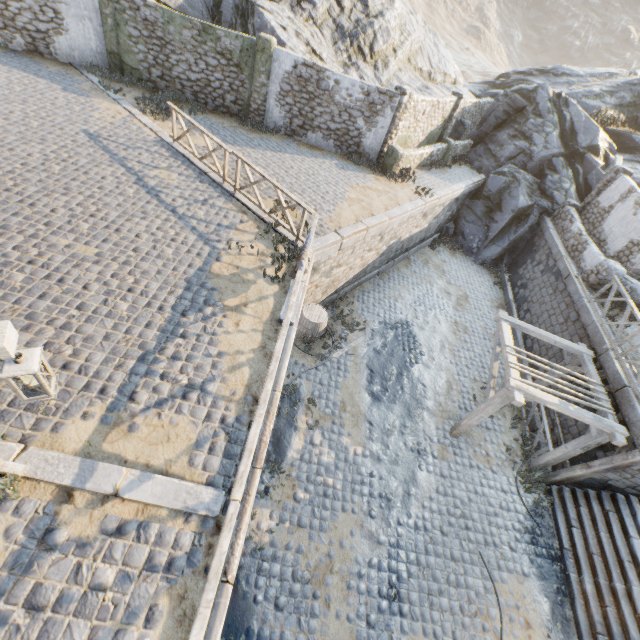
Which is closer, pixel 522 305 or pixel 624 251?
pixel 624 251

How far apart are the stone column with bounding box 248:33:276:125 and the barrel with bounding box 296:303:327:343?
9.5m

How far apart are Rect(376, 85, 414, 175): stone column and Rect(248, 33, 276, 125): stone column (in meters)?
5.10

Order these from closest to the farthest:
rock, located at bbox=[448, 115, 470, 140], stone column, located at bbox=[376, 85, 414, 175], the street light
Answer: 1. the street light
2. stone column, located at bbox=[376, 85, 414, 175]
3. rock, located at bbox=[448, 115, 470, 140]

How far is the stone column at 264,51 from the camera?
12.7m

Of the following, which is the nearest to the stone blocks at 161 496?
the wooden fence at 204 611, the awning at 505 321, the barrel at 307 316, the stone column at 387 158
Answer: the wooden fence at 204 611

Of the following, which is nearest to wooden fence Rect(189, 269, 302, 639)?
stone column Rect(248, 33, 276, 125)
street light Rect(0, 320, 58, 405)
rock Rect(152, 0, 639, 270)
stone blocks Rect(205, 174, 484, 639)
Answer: stone blocks Rect(205, 174, 484, 639)

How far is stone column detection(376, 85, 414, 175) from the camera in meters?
13.5
